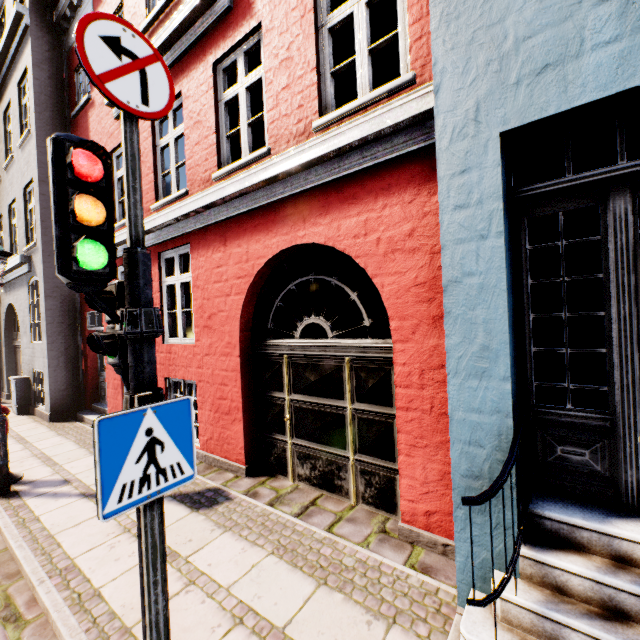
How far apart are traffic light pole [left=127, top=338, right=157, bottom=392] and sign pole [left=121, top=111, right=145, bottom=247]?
0.6 meters

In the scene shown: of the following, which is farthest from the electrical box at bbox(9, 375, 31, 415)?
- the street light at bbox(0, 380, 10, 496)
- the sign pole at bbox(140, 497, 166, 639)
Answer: the sign pole at bbox(140, 497, 166, 639)

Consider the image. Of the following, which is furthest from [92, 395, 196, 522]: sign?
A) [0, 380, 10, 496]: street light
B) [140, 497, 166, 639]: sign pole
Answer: [0, 380, 10, 496]: street light

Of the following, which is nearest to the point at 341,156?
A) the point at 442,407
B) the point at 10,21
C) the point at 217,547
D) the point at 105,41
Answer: the point at 105,41

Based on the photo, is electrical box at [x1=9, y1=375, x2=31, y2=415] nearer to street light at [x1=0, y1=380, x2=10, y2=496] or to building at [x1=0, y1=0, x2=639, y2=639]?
building at [x1=0, y1=0, x2=639, y2=639]

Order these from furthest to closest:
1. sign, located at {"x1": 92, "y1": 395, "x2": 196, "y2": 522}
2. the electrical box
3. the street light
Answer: the electrical box < the street light < sign, located at {"x1": 92, "y1": 395, "x2": 196, "y2": 522}

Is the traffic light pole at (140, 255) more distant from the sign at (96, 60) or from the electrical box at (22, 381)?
the electrical box at (22, 381)

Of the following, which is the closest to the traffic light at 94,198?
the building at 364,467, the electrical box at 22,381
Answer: the building at 364,467
